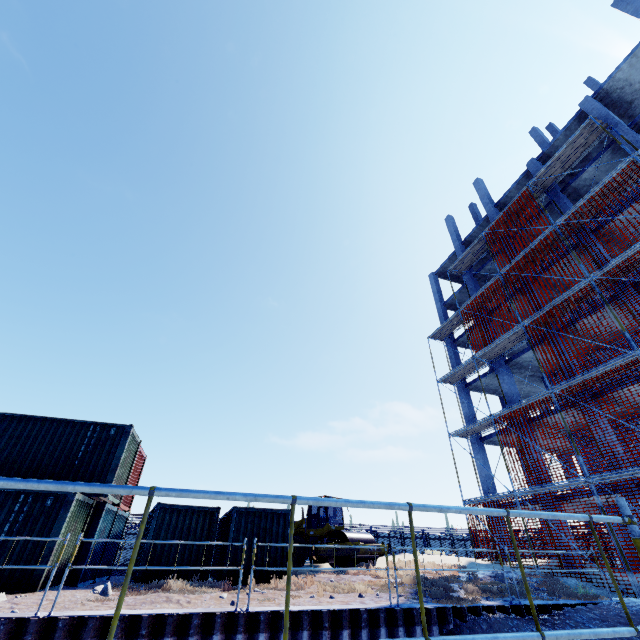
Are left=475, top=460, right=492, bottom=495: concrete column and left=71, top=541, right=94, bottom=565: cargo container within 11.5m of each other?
no

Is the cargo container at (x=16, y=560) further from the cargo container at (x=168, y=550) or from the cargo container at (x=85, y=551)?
the cargo container at (x=168, y=550)

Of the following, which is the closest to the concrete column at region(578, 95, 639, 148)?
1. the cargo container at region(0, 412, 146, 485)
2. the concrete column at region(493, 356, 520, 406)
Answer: the concrete column at region(493, 356, 520, 406)

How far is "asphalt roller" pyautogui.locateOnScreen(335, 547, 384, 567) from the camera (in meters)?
14.53

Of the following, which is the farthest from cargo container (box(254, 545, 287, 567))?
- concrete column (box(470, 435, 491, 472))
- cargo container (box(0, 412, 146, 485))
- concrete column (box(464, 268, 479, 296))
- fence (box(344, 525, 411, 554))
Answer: concrete column (box(464, 268, 479, 296))

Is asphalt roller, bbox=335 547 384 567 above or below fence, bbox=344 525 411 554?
below

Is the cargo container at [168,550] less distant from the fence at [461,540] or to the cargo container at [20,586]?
the cargo container at [20,586]

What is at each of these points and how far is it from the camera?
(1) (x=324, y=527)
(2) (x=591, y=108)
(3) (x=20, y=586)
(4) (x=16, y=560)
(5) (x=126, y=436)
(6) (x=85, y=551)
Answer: (1) asphalt roller, 16.58m
(2) concrete column, 18.92m
(3) cargo container, 8.82m
(4) cargo container, 9.09m
(5) cargo container, 12.73m
(6) cargo container, 11.39m
